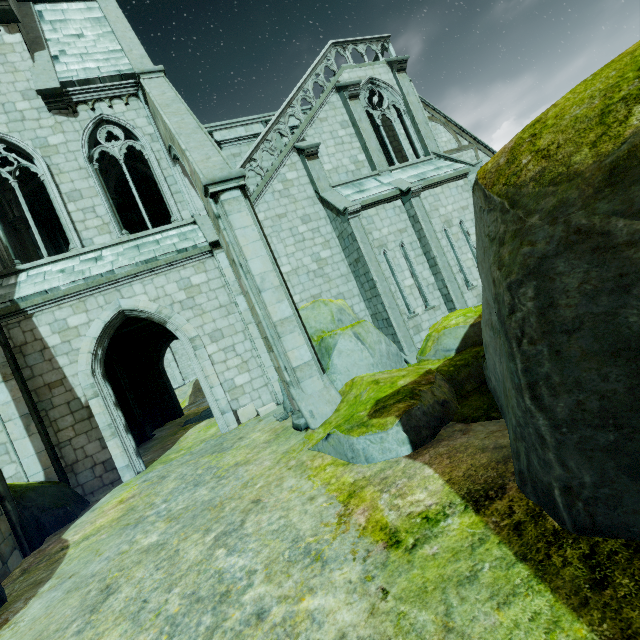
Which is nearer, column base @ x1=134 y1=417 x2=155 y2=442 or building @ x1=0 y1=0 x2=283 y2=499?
building @ x1=0 y1=0 x2=283 y2=499

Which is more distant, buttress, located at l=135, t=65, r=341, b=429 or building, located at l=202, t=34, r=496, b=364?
building, located at l=202, t=34, r=496, b=364

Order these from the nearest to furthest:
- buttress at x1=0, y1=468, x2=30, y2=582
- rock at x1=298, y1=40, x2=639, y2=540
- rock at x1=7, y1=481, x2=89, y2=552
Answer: rock at x1=298, y1=40, x2=639, y2=540 → buttress at x1=0, y1=468, x2=30, y2=582 → rock at x1=7, y1=481, x2=89, y2=552

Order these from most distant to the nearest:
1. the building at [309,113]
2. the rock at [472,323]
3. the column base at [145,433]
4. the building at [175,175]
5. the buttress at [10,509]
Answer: the column base at [145,433] < the building at [309,113] < the building at [175,175] < the buttress at [10,509] < the rock at [472,323]

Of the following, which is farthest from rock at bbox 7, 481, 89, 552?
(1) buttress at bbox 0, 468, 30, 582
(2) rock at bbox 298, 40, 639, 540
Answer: (2) rock at bbox 298, 40, 639, 540

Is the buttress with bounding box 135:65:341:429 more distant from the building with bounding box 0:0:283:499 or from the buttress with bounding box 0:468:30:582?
the buttress with bounding box 0:468:30:582

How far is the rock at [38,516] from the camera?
6.9 meters

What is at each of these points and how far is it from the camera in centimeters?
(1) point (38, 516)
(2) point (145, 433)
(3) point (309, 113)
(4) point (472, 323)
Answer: (1) rock, 729cm
(2) column base, 1589cm
(3) building, 1408cm
(4) rock, 764cm
